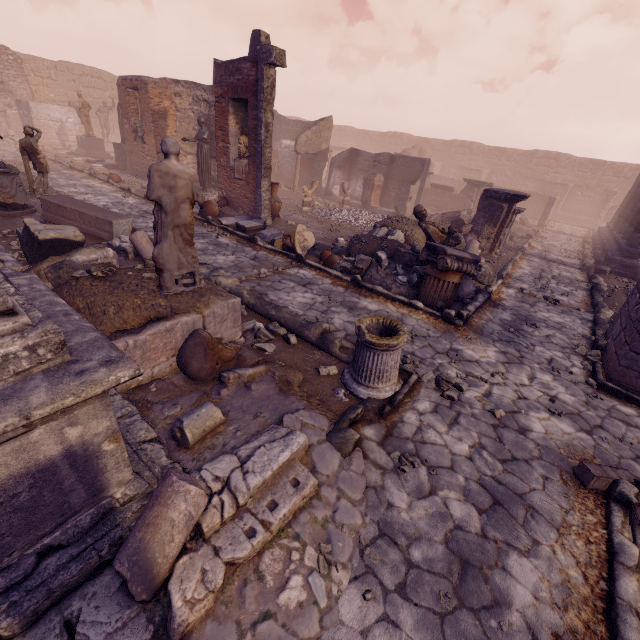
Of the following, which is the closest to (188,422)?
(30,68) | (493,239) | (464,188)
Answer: (493,239)

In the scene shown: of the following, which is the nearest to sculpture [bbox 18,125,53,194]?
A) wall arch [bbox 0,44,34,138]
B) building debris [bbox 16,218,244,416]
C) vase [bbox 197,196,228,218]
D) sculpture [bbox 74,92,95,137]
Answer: vase [bbox 197,196,228,218]

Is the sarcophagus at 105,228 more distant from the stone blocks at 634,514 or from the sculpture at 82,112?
the sculpture at 82,112

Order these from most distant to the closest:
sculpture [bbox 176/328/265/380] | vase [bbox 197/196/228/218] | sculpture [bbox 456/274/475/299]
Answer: vase [bbox 197/196/228/218] < sculpture [bbox 456/274/475/299] < sculpture [bbox 176/328/265/380]

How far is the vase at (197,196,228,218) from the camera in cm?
1074

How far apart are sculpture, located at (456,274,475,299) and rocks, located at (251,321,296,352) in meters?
4.2

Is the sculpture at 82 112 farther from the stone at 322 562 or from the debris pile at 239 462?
the stone at 322 562

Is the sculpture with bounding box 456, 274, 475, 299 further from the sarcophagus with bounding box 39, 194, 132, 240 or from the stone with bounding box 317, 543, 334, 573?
the sarcophagus with bounding box 39, 194, 132, 240
